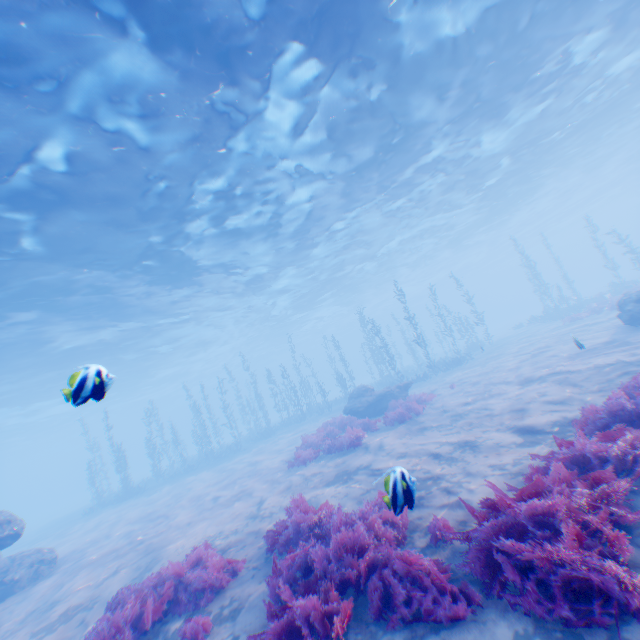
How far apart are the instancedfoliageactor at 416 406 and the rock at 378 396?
2.5m

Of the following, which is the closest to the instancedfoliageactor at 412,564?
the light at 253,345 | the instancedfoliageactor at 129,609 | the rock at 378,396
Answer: the instancedfoliageactor at 129,609

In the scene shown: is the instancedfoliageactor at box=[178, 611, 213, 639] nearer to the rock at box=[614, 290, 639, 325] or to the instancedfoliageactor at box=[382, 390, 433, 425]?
the rock at box=[614, 290, 639, 325]

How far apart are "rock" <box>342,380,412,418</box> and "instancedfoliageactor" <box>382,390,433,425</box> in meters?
2.5

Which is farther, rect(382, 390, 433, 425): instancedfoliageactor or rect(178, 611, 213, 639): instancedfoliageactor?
rect(382, 390, 433, 425): instancedfoliageactor

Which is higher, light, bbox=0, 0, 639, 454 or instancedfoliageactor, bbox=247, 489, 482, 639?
light, bbox=0, 0, 639, 454

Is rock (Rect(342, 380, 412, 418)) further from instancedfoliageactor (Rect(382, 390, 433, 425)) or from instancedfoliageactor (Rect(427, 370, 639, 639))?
instancedfoliageactor (Rect(427, 370, 639, 639))

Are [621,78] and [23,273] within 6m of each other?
no
